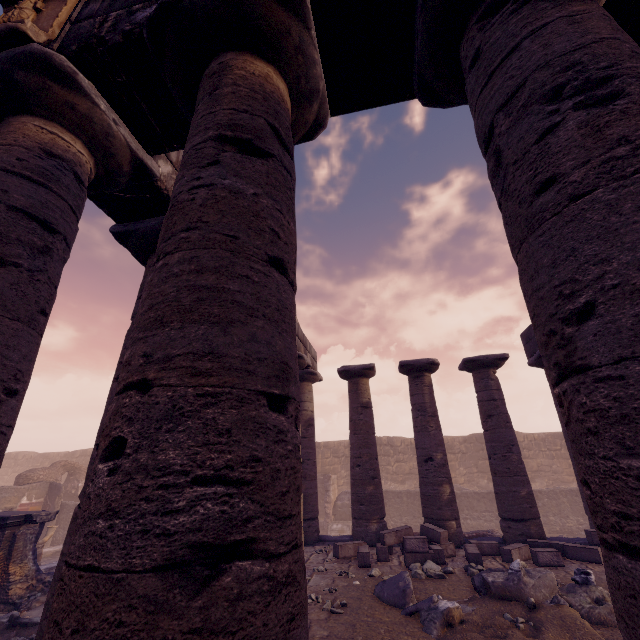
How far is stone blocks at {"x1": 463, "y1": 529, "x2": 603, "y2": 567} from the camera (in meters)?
7.24

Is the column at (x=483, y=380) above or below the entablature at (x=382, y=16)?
below

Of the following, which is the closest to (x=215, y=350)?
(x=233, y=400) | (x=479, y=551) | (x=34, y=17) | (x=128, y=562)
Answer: (x=233, y=400)

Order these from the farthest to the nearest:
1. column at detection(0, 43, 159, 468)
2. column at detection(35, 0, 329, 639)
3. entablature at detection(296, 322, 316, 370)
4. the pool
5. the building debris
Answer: the building debris
the pool
entablature at detection(296, 322, 316, 370)
column at detection(0, 43, 159, 468)
column at detection(35, 0, 329, 639)

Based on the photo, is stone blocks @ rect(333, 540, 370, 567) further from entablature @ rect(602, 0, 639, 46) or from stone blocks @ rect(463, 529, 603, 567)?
entablature @ rect(602, 0, 639, 46)

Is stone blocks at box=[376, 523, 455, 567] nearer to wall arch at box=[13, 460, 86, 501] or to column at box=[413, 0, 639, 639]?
column at box=[413, 0, 639, 639]

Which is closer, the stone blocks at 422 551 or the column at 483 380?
the stone blocks at 422 551

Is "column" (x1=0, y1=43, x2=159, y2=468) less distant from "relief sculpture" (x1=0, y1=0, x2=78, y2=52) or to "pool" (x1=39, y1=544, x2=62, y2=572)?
"relief sculpture" (x1=0, y1=0, x2=78, y2=52)
